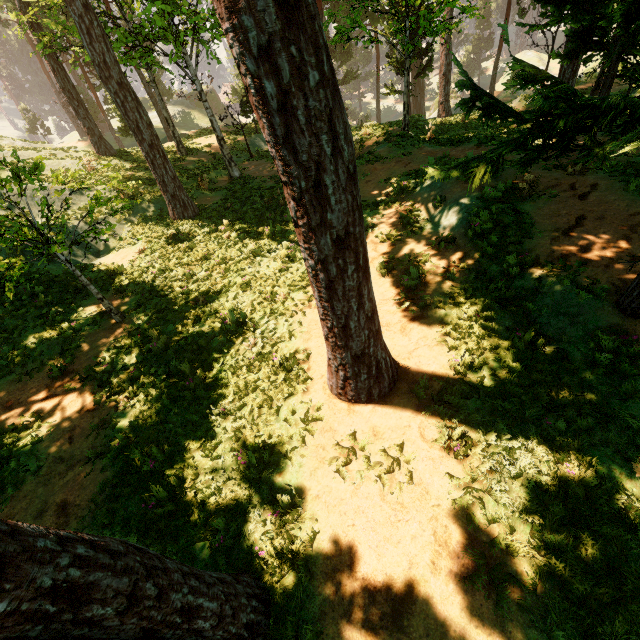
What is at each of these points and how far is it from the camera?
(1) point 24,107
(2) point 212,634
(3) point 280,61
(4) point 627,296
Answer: (1) treerock, 50.16m
(2) treerock, 3.24m
(3) treerock, 2.79m
(4) treerock, 5.45m

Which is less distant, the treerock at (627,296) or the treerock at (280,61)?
the treerock at (280,61)

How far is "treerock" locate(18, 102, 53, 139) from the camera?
50.3 meters

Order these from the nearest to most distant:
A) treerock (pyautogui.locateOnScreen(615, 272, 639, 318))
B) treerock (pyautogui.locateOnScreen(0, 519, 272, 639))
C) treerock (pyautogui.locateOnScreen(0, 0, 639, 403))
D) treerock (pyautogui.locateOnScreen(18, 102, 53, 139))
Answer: treerock (pyautogui.locateOnScreen(0, 519, 272, 639))
treerock (pyautogui.locateOnScreen(0, 0, 639, 403))
treerock (pyautogui.locateOnScreen(615, 272, 639, 318))
treerock (pyautogui.locateOnScreen(18, 102, 53, 139))

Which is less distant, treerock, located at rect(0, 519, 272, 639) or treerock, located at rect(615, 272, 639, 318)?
treerock, located at rect(0, 519, 272, 639)

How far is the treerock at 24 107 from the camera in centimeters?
5031cm
